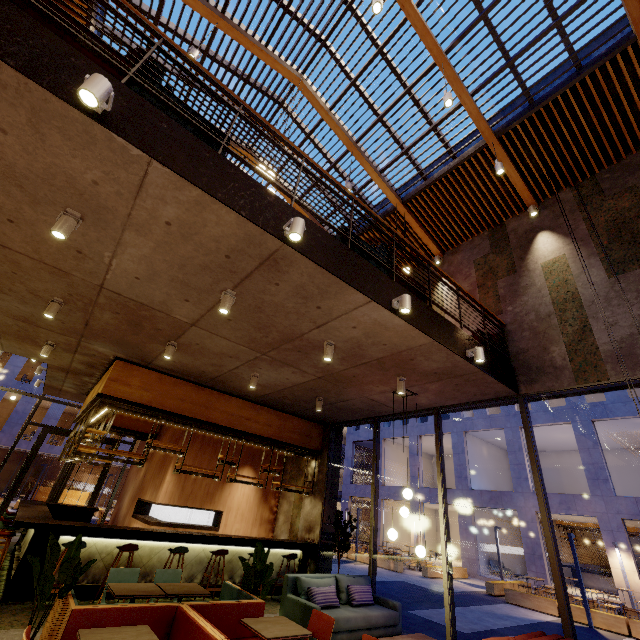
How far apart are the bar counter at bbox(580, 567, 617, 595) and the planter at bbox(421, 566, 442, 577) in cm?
959

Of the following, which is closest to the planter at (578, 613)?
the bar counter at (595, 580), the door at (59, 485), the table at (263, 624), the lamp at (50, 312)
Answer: the bar counter at (595, 580)

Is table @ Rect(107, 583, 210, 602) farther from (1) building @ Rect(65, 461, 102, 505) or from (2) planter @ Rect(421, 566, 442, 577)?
(1) building @ Rect(65, 461, 102, 505)

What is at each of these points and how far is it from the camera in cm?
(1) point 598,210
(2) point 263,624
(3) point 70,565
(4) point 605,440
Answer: (1) building, 700
(2) table, 383
(3) tree, 373
(4) building, 2200

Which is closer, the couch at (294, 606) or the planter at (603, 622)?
the couch at (294, 606)

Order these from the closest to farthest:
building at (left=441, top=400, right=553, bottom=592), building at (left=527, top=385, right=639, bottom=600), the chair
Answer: the chair
building at (left=527, top=385, right=639, bottom=600)
building at (left=441, top=400, right=553, bottom=592)

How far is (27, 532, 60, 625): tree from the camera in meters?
3.5

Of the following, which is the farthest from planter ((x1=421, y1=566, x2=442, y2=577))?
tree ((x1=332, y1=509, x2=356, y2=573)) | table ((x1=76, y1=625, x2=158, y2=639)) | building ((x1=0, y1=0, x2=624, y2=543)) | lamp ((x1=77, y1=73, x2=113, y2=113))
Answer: lamp ((x1=77, y1=73, x2=113, y2=113))
